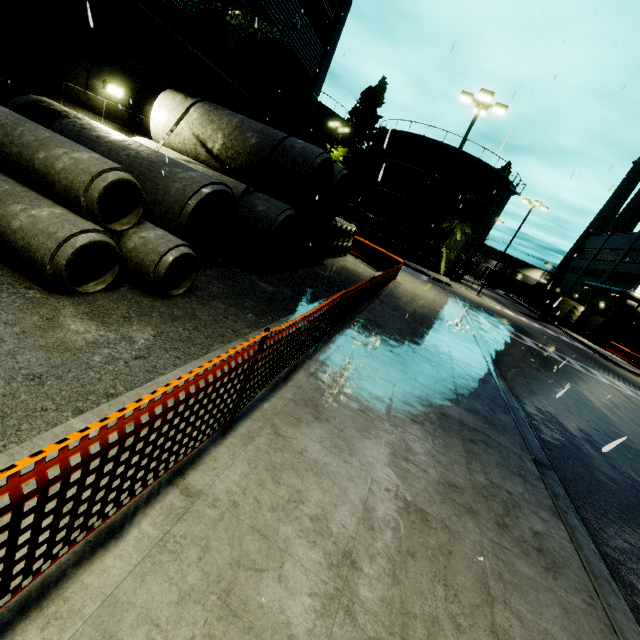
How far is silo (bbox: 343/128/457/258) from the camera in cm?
3362

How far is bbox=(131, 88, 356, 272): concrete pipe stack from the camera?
8.6 meters

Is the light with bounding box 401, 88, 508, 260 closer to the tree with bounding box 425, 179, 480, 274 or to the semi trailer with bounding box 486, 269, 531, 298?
the tree with bounding box 425, 179, 480, 274

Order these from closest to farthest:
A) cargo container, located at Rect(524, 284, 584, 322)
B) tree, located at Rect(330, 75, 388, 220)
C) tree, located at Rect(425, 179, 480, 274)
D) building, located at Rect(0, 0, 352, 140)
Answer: building, located at Rect(0, 0, 352, 140) → tree, located at Rect(425, 179, 480, 274) → tree, located at Rect(330, 75, 388, 220) → cargo container, located at Rect(524, 284, 584, 322)

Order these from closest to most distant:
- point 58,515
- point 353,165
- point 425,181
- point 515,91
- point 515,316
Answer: point 58,515
point 515,91
point 515,316
point 425,181
point 353,165

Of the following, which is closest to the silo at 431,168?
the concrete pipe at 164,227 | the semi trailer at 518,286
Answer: the semi trailer at 518,286

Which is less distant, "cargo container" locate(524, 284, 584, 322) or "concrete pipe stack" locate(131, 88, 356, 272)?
"concrete pipe stack" locate(131, 88, 356, 272)

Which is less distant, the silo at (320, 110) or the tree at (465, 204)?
the tree at (465, 204)
